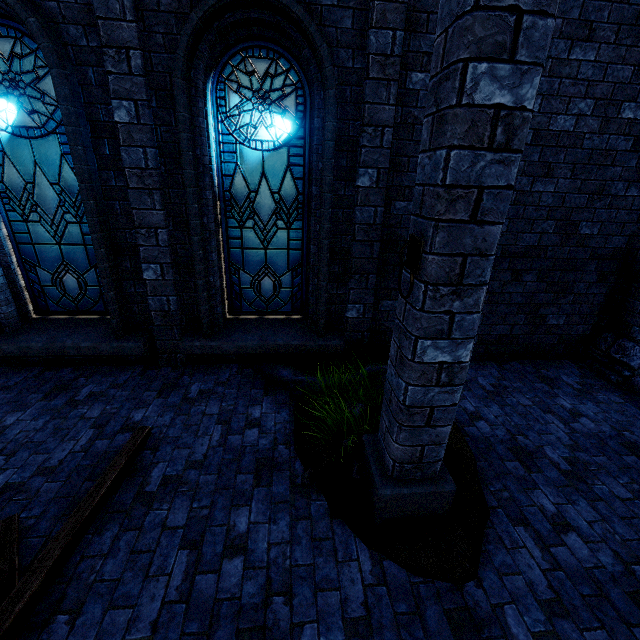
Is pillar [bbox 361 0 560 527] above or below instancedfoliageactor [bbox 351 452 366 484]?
above

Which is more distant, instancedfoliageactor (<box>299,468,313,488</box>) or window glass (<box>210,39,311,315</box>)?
window glass (<box>210,39,311,315</box>)

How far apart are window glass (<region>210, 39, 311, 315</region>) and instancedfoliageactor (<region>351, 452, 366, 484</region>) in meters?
2.7

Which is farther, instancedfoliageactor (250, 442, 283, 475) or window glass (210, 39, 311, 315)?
window glass (210, 39, 311, 315)

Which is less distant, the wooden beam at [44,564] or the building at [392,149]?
the wooden beam at [44,564]

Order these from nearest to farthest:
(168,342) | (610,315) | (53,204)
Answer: (53,204) < (168,342) < (610,315)

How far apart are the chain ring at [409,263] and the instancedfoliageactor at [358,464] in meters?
1.7 m

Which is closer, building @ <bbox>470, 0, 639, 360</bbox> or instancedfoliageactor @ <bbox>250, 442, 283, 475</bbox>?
instancedfoliageactor @ <bbox>250, 442, 283, 475</bbox>
